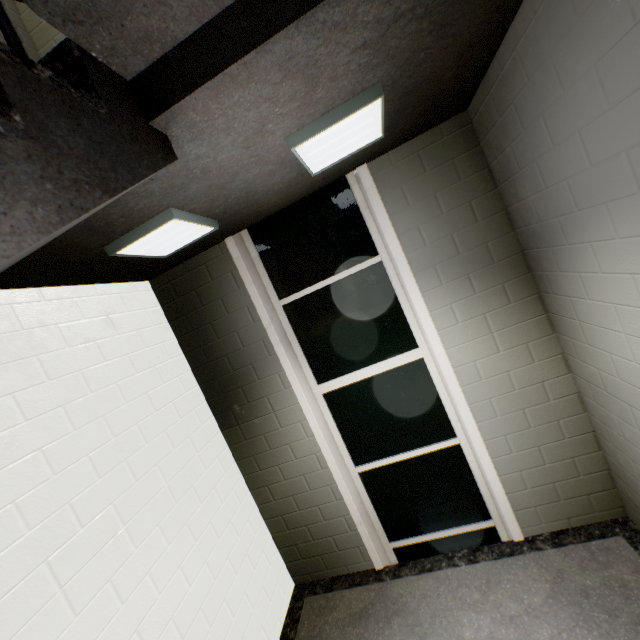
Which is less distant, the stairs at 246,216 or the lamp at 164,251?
the stairs at 246,216

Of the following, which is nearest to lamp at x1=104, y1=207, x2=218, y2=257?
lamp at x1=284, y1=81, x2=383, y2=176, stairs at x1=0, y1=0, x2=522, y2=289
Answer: stairs at x1=0, y1=0, x2=522, y2=289

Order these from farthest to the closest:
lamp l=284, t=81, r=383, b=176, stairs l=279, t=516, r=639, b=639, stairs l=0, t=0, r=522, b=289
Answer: stairs l=279, t=516, r=639, b=639
lamp l=284, t=81, r=383, b=176
stairs l=0, t=0, r=522, b=289

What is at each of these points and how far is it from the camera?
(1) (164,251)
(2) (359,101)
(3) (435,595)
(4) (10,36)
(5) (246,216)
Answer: (1) lamp, 2.28m
(2) lamp, 1.51m
(3) stairs, 2.56m
(4) railing, 0.77m
(5) stairs, 2.46m

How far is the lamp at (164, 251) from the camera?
1.83m

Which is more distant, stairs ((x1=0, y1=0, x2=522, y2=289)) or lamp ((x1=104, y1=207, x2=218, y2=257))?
lamp ((x1=104, y1=207, x2=218, y2=257))

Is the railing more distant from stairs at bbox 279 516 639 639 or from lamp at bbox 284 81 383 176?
lamp at bbox 284 81 383 176

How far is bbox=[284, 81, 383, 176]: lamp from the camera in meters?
1.5 m
